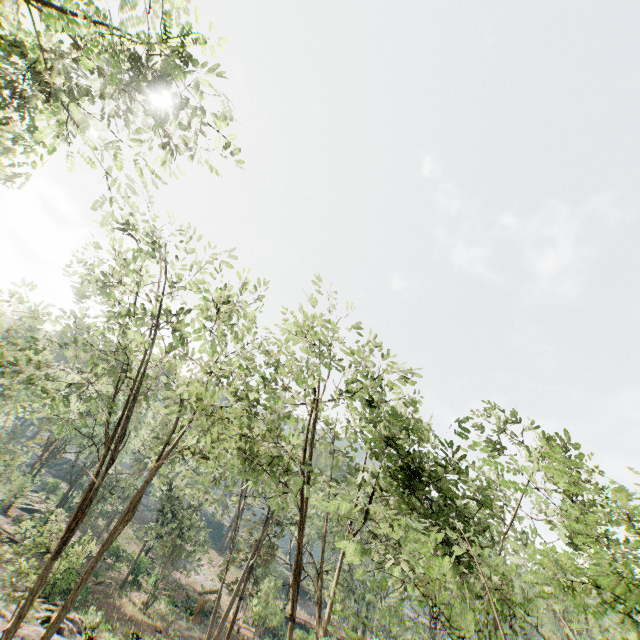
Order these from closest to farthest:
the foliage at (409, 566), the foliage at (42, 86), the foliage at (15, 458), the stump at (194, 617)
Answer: the foliage at (409, 566)
the foliage at (42, 86)
the foliage at (15, 458)
the stump at (194, 617)

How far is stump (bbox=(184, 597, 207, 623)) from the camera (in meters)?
32.50

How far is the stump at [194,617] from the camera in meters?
32.5

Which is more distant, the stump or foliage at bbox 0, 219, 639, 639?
the stump

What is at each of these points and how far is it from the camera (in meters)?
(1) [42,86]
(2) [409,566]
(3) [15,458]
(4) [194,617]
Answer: (1) foliage, 10.01
(2) foliage, 11.75
(3) foliage, 28.91
(4) stump, 32.94

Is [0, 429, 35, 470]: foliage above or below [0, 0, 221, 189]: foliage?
below

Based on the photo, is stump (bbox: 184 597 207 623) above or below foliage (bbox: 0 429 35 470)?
below
